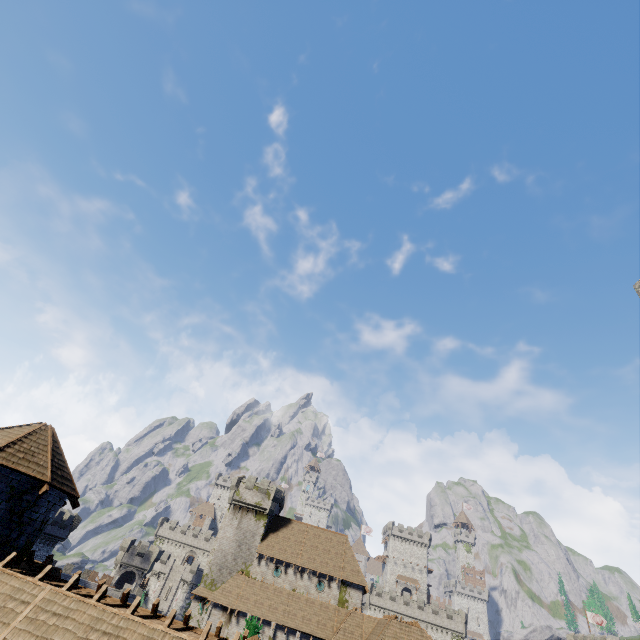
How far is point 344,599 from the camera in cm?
4138

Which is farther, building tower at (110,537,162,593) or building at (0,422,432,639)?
building tower at (110,537,162,593)

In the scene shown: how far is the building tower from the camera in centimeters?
5562cm

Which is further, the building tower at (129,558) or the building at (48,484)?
the building tower at (129,558)

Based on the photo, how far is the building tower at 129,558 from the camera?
55.62m
